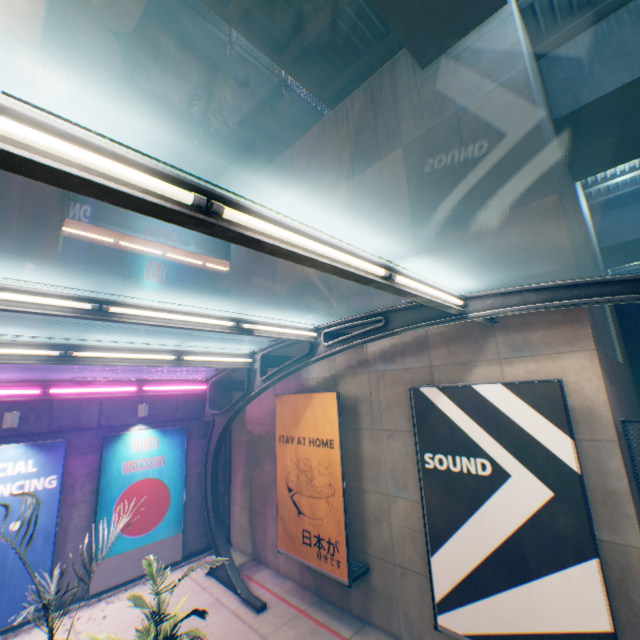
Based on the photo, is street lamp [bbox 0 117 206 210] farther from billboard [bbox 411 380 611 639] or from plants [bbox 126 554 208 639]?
plants [bbox 126 554 208 639]

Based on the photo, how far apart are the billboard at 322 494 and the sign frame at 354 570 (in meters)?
0.01

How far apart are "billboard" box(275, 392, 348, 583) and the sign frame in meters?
0.0 m

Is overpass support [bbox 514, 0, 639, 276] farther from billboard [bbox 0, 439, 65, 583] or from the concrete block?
billboard [bbox 0, 439, 65, 583]

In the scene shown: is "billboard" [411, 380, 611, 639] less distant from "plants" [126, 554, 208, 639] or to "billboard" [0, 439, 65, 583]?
"plants" [126, 554, 208, 639]

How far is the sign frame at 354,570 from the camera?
7.51m

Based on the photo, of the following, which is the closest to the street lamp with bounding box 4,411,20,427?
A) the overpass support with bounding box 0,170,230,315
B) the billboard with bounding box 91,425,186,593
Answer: the billboard with bounding box 91,425,186,593

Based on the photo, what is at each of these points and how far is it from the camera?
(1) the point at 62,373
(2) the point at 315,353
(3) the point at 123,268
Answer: (1) concrete block, 9.8 meters
(2) canopy, 8.1 meters
(3) overpass support, 53.6 meters
